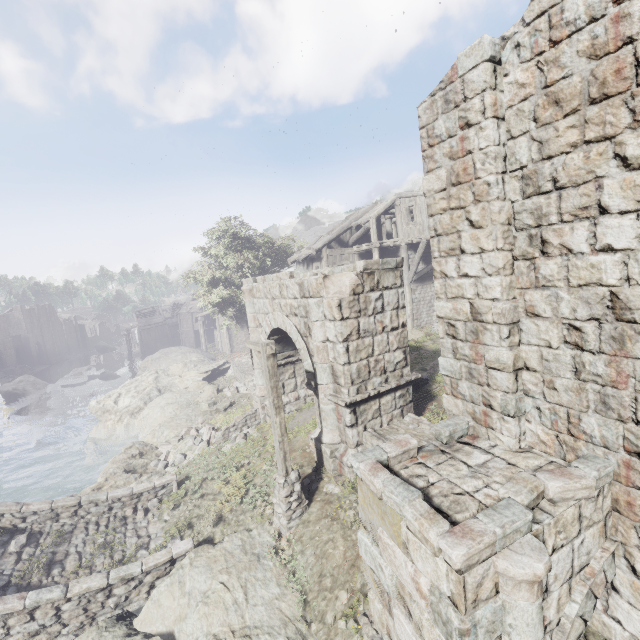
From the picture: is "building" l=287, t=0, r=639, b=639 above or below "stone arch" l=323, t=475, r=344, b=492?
above

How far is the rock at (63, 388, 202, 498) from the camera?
12.73m

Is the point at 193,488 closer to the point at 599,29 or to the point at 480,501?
the point at 480,501

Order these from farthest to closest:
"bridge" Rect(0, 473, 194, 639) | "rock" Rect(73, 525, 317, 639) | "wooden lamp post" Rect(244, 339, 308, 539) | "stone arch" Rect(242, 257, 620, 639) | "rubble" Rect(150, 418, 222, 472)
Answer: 1. "rubble" Rect(150, 418, 222, 472)
2. "wooden lamp post" Rect(244, 339, 308, 539)
3. "bridge" Rect(0, 473, 194, 639)
4. "rock" Rect(73, 525, 317, 639)
5. "stone arch" Rect(242, 257, 620, 639)

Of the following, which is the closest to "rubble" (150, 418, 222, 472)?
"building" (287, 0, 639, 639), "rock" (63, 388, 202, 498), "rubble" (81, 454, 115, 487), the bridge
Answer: "rock" (63, 388, 202, 498)

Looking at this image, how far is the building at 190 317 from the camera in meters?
37.7 m

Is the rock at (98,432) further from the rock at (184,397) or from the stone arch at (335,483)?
the stone arch at (335,483)

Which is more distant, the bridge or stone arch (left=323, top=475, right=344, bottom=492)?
stone arch (left=323, top=475, right=344, bottom=492)
